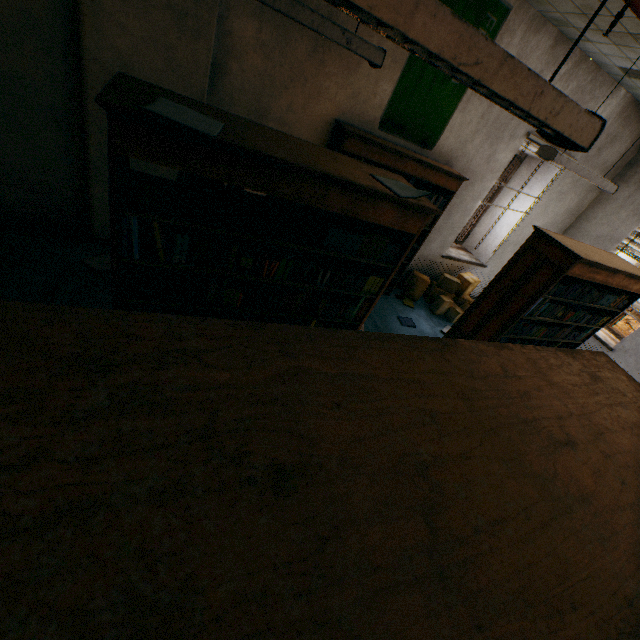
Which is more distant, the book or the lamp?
the lamp

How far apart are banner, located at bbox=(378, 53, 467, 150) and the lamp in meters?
1.2

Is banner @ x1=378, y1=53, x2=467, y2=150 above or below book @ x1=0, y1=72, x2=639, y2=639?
above

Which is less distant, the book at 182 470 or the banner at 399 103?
the book at 182 470

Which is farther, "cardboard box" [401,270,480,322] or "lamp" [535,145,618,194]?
"cardboard box" [401,270,480,322]

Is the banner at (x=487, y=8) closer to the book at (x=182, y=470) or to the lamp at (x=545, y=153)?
the lamp at (x=545, y=153)

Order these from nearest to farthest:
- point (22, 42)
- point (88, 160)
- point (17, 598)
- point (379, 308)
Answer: point (17, 598) < point (22, 42) < point (88, 160) < point (379, 308)

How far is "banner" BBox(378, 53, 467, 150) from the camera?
3.8m
